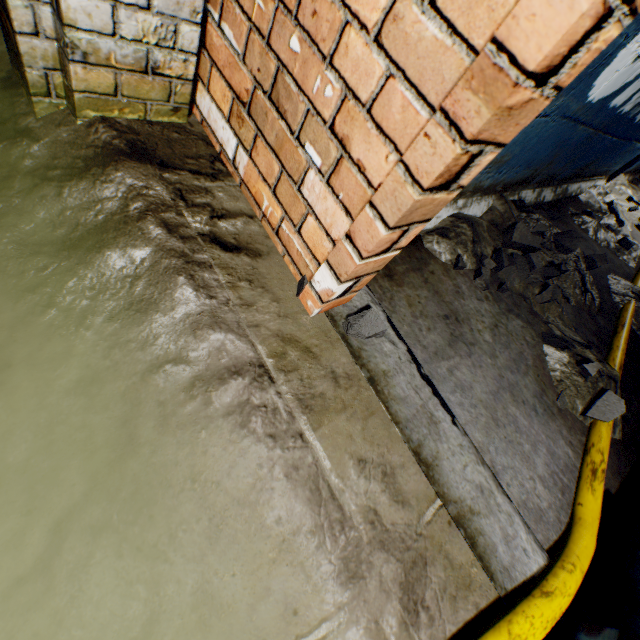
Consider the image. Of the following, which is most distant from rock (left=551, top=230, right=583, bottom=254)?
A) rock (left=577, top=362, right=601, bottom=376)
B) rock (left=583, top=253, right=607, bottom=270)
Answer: rock (left=577, top=362, right=601, bottom=376)

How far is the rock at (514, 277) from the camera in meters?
1.7 m

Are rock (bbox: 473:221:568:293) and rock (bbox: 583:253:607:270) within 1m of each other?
yes

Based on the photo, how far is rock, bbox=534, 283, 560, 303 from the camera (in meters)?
1.83

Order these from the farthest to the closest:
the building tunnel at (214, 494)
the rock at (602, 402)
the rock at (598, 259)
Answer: the rock at (598, 259), the rock at (602, 402), the building tunnel at (214, 494)

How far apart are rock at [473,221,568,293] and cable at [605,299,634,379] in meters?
0.5 m

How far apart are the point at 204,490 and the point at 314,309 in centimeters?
57cm

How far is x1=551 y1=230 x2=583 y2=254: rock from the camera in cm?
219
